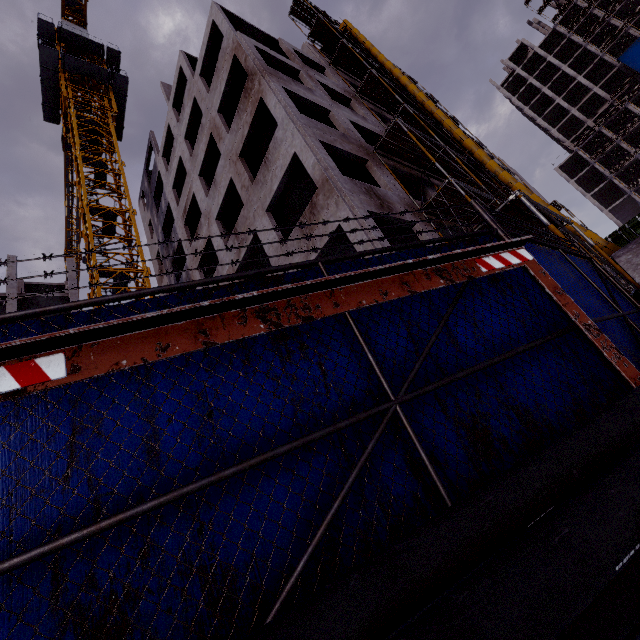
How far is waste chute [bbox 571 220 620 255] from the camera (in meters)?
13.33

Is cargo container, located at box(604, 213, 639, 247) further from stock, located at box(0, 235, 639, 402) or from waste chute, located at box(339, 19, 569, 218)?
stock, located at box(0, 235, 639, 402)

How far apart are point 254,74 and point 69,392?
17.0m

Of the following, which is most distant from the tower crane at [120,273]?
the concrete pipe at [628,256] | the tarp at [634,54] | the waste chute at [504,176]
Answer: the tarp at [634,54]

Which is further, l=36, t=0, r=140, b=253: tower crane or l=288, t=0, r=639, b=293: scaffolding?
l=36, t=0, r=140, b=253: tower crane

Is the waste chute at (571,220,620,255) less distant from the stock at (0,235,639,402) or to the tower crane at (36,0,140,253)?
the stock at (0,235,639,402)

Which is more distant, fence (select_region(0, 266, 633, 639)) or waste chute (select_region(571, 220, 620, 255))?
waste chute (select_region(571, 220, 620, 255))

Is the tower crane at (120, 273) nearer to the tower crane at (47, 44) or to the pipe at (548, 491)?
the tower crane at (47, 44)
